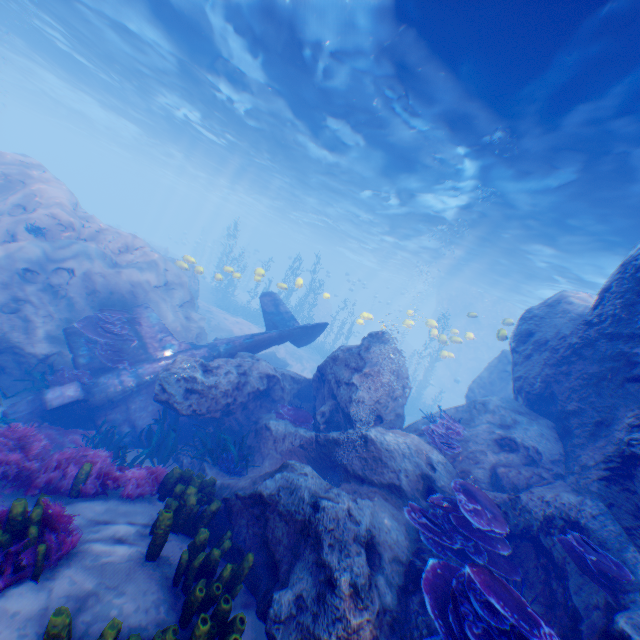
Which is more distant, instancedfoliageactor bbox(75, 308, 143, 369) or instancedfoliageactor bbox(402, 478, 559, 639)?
instancedfoliageactor bbox(75, 308, 143, 369)

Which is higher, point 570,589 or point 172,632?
point 570,589

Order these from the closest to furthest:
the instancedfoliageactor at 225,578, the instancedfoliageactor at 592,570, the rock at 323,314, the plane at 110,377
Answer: the instancedfoliageactor at 225,578
the instancedfoliageactor at 592,570
the plane at 110,377
the rock at 323,314

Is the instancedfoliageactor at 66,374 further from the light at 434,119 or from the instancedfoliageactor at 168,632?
the light at 434,119

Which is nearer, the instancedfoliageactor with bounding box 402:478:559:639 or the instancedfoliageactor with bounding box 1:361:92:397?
the instancedfoliageactor with bounding box 402:478:559:639

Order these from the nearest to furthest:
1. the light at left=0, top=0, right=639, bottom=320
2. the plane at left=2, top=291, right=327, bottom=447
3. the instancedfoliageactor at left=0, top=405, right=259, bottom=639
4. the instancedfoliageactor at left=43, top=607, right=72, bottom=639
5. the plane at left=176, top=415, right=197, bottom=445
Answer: the instancedfoliageactor at left=43, top=607, right=72, bottom=639
the instancedfoliageactor at left=0, top=405, right=259, bottom=639
the light at left=0, top=0, right=639, bottom=320
the plane at left=2, top=291, right=327, bottom=447
the plane at left=176, top=415, right=197, bottom=445

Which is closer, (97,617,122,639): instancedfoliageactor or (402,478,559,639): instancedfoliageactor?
(97,617,122,639): instancedfoliageactor

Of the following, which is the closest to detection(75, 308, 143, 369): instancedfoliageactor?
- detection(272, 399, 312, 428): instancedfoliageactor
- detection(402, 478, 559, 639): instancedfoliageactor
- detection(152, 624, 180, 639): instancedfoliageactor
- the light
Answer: detection(152, 624, 180, 639): instancedfoliageactor
